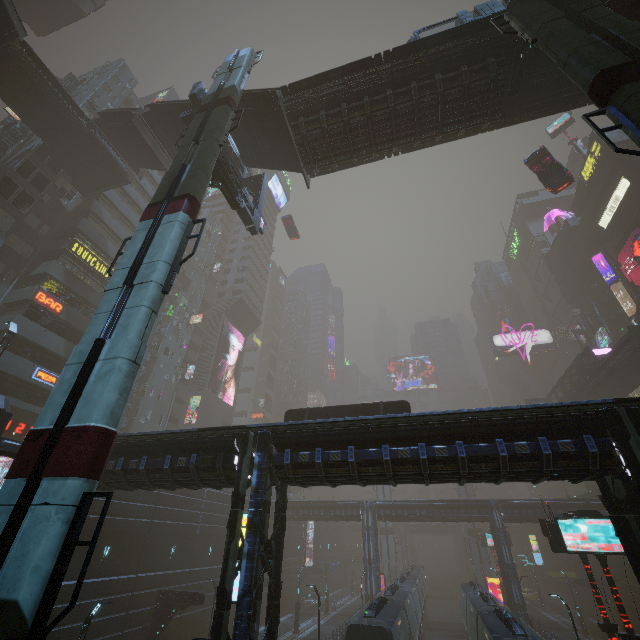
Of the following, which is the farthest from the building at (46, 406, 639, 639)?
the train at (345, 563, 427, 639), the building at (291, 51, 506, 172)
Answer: the building at (291, 51, 506, 172)

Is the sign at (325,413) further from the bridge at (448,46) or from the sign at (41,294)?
the sign at (41,294)

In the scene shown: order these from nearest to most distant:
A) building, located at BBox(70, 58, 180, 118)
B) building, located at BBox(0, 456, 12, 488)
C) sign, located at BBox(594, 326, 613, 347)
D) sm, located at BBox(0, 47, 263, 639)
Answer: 1. sm, located at BBox(0, 47, 263, 639)
2. building, located at BBox(0, 456, 12, 488)
3. building, located at BBox(70, 58, 180, 118)
4. sign, located at BBox(594, 326, 613, 347)

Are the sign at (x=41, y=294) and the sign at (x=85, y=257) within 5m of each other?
yes

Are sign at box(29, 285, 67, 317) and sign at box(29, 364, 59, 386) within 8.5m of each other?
yes

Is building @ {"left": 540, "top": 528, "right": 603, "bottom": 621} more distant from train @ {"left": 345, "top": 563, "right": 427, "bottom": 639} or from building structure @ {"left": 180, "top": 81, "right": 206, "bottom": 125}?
building structure @ {"left": 180, "top": 81, "right": 206, "bottom": 125}

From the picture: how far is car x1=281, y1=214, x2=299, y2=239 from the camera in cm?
4903

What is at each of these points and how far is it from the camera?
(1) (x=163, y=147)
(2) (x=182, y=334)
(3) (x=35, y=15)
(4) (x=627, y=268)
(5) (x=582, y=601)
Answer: (1) stairs, 28.0 meters
(2) building, 49.1 meters
(3) building, 43.9 meters
(4) sign, 40.5 meters
(5) building, 45.6 meters
